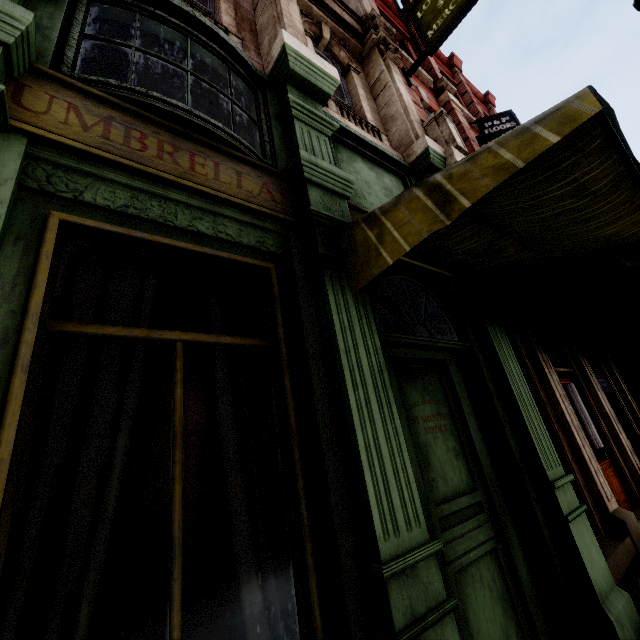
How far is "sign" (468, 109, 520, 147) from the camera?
8.1m

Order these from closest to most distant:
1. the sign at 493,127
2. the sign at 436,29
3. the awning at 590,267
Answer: the awning at 590,267, the sign at 436,29, the sign at 493,127

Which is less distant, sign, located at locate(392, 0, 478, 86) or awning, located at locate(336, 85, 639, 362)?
awning, located at locate(336, 85, 639, 362)

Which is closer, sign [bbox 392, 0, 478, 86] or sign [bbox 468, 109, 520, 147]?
sign [bbox 392, 0, 478, 86]

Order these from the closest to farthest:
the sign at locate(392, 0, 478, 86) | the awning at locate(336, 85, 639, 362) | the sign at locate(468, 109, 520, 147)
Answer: the awning at locate(336, 85, 639, 362)
the sign at locate(392, 0, 478, 86)
the sign at locate(468, 109, 520, 147)

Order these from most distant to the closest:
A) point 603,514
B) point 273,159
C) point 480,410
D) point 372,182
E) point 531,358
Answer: point 531,358, point 603,514, point 372,182, point 480,410, point 273,159

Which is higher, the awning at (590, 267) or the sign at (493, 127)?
the sign at (493, 127)
